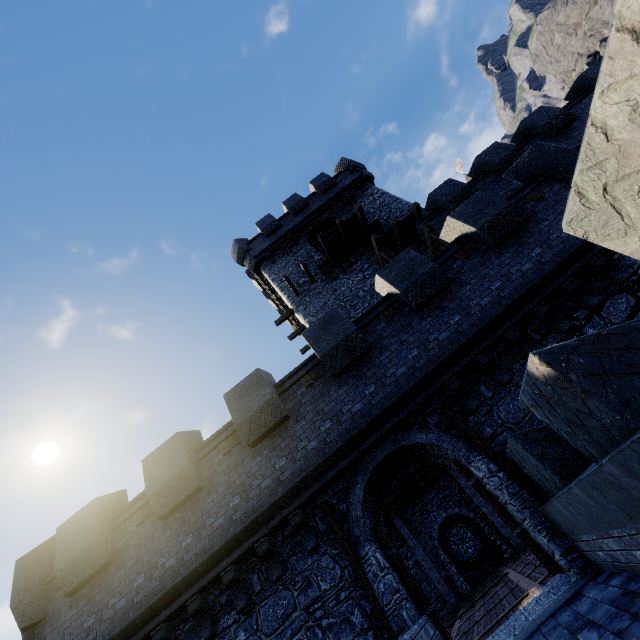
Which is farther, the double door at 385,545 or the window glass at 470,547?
the window glass at 470,547

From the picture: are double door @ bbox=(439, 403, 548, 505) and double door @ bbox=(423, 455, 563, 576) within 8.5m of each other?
yes

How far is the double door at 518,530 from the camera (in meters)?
6.36

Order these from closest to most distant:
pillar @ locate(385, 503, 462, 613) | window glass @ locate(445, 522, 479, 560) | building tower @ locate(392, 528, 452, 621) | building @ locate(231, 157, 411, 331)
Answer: pillar @ locate(385, 503, 462, 613) → building @ locate(231, 157, 411, 331) → building tower @ locate(392, 528, 452, 621) → window glass @ locate(445, 522, 479, 560)

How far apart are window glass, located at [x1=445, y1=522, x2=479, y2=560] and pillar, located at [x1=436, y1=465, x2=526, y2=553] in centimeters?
366cm

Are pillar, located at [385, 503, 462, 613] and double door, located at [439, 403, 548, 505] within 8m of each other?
no

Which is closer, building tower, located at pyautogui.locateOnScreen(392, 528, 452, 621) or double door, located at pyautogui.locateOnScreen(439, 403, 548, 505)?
double door, located at pyautogui.locateOnScreen(439, 403, 548, 505)

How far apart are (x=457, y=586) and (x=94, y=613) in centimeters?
1996cm
